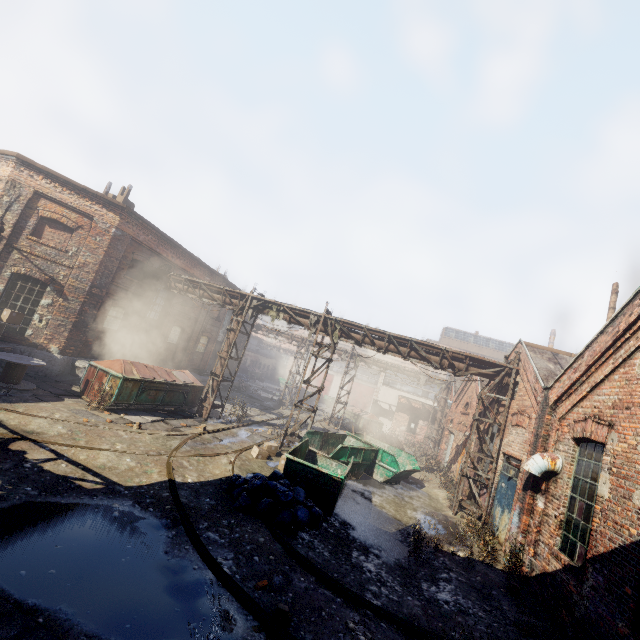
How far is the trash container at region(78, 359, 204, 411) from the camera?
12.2 meters

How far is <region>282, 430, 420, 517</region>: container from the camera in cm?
879

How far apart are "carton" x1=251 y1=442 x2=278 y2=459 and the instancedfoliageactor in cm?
747

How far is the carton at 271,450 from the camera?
12.3m

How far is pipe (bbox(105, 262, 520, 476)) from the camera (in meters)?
13.26

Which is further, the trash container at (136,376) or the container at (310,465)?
the trash container at (136,376)

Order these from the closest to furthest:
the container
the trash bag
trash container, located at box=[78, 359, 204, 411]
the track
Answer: the track < the trash bag < the container < trash container, located at box=[78, 359, 204, 411]

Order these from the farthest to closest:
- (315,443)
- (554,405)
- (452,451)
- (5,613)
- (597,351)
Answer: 1. (452,451)
2. (315,443)
3. (554,405)
4. (597,351)
5. (5,613)
